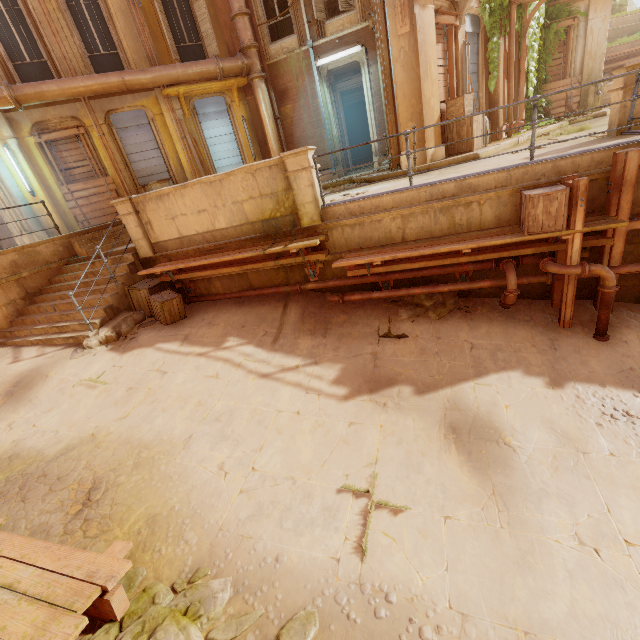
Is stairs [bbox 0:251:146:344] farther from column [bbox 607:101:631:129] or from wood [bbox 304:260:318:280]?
column [bbox 607:101:631:129]

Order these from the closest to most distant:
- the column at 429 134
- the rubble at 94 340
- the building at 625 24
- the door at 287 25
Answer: the rubble at 94 340 < the column at 429 134 < the door at 287 25 < the building at 625 24

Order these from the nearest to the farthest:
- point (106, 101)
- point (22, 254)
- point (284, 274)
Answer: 1. point (284, 274)
2. point (22, 254)
3. point (106, 101)

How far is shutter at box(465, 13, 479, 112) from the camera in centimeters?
1049cm

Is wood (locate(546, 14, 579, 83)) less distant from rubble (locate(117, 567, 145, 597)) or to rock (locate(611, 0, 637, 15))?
rock (locate(611, 0, 637, 15))

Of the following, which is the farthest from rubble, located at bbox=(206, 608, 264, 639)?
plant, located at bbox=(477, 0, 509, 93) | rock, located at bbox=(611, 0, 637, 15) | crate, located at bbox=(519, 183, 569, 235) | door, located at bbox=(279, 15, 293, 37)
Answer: Answer: rock, located at bbox=(611, 0, 637, 15)

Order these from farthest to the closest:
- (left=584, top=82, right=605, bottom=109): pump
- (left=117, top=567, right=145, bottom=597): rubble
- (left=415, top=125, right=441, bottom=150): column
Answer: (left=584, top=82, right=605, bottom=109): pump, (left=415, top=125, right=441, bottom=150): column, (left=117, top=567, right=145, bottom=597): rubble

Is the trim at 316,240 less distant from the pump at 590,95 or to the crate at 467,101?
the crate at 467,101
